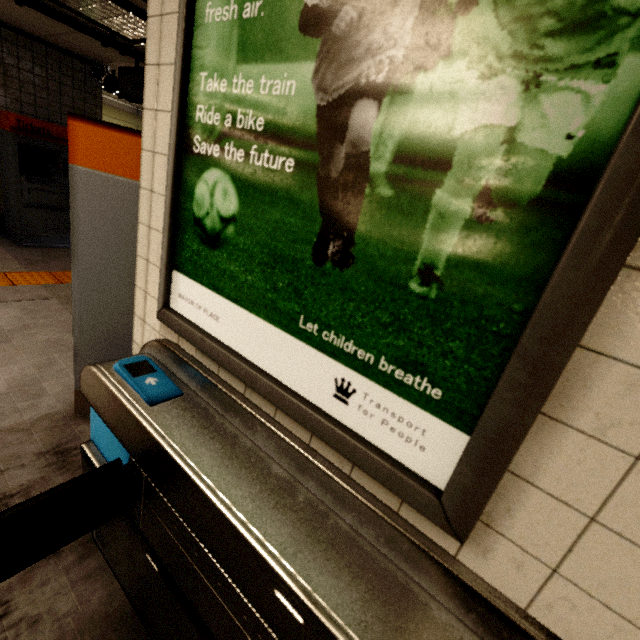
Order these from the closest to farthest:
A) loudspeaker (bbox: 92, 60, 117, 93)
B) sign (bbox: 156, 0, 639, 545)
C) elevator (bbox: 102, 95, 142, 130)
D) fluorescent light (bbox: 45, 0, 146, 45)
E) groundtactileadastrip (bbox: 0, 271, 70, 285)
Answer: sign (bbox: 156, 0, 639, 545) → fluorescent light (bbox: 45, 0, 146, 45) → groundtactileadastrip (bbox: 0, 271, 70, 285) → loudspeaker (bbox: 92, 60, 117, 93) → elevator (bbox: 102, 95, 142, 130)

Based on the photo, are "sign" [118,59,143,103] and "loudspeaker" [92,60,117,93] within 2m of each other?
yes

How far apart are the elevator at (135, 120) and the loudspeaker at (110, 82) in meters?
3.7 m

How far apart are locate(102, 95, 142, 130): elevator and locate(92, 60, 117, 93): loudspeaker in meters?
3.7 m

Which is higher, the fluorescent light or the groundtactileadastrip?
the fluorescent light

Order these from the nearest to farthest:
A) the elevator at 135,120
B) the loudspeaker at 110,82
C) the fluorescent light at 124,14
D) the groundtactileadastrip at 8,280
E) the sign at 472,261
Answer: the sign at 472,261 < the fluorescent light at 124,14 < the groundtactileadastrip at 8,280 < the loudspeaker at 110,82 < the elevator at 135,120

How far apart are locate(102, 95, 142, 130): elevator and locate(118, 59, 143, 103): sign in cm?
518

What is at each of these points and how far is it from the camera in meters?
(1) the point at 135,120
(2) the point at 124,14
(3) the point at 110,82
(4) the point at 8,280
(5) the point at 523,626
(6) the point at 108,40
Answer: (1) elevator, 9.4
(2) fluorescent light, 3.1
(3) loudspeaker, 5.3
(4) groundtactileadastrip, 3.9
(5) ticket barrier, 0.6
(6) pipe, 3.9
